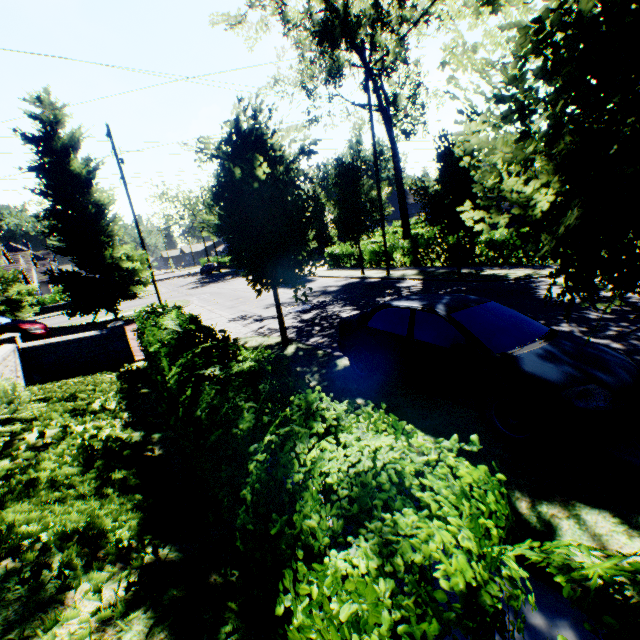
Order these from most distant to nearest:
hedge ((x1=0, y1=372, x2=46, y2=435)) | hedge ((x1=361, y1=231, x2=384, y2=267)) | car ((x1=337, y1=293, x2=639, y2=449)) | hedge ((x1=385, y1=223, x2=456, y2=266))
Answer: hedge ((x1=361, y1=231, x2=384, y2=267))
hedge ((x1=385, y1=223, x2=456, y2=266))
hedge ((x1=0, y1=372, x2=46, y2=435))
car ((x1=337, y1=293, x2=639, y2=449))

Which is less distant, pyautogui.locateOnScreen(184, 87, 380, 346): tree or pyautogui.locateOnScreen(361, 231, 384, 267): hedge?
pyautogui.locateOnScreen(184, 87, 380, 346): tree

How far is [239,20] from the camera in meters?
21.6

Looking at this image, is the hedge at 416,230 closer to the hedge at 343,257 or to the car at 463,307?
the hedge at 343,257

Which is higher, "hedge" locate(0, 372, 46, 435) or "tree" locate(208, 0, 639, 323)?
"tree" locate(208, 0, 639, 323)

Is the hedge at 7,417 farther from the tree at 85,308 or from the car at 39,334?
the car at 39,334

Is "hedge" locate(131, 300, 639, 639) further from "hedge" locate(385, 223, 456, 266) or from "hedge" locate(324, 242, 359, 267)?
"hedge" locate(385, 223, 456, 266)

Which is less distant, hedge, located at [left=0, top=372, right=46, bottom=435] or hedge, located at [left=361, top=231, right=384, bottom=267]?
hedge, located at [left=0, top=372, right=46, bottom=435]
